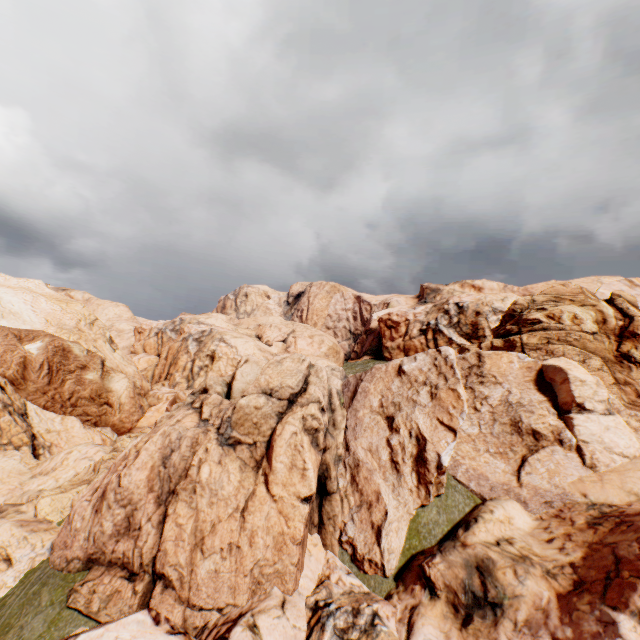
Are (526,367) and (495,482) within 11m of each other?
yes
